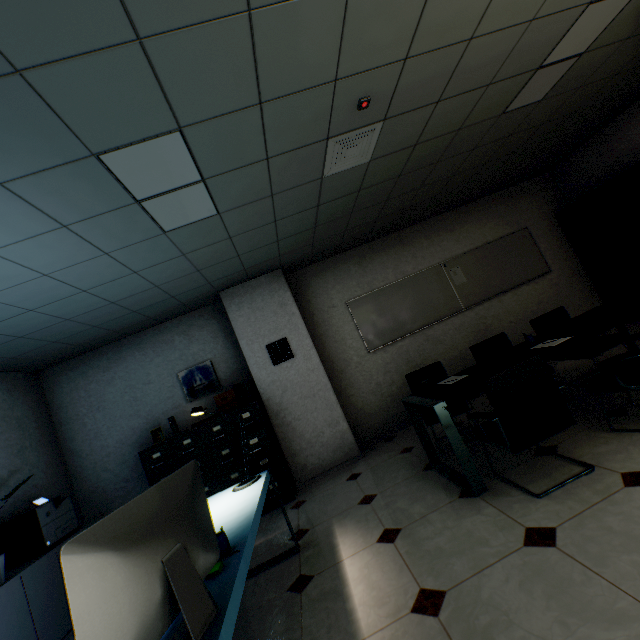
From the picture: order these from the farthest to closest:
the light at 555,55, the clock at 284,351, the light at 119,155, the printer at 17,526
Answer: the clock at 284,351, the printer at 17,526, the light at 555,55, the light at 119,155

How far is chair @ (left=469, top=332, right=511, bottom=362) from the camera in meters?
4.0 m

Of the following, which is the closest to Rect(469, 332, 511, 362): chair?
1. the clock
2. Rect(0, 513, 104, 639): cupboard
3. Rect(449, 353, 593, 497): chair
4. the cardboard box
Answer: Rect(449, 353, 593, 497): chair

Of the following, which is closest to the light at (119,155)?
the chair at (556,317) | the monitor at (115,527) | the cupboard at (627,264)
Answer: the monitor at (115,527)

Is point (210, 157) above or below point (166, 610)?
above

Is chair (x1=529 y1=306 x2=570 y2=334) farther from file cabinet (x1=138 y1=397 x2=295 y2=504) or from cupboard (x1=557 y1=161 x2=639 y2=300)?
file cabinet (x1=138 y1=397 x2=295 y2=504)

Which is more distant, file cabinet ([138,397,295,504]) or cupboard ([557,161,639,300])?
cupboard ([557,161,639,300])

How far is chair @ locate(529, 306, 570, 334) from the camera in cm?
398
